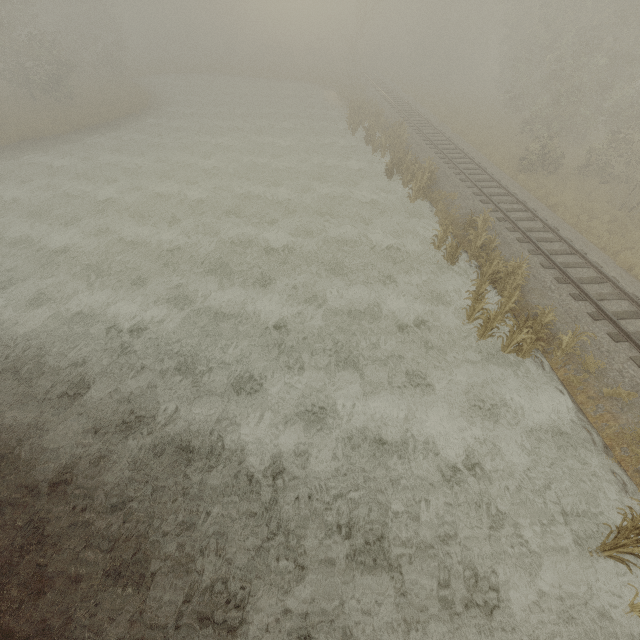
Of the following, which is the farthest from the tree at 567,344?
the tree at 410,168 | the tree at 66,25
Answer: the tree at 66,25

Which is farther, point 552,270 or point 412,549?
point 552,270

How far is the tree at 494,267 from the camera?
10.2 meters

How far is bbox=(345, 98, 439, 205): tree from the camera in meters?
18.6 m

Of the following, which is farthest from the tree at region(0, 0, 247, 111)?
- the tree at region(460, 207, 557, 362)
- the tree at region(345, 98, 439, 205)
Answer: the tree at region(460, 207, 557, 362)

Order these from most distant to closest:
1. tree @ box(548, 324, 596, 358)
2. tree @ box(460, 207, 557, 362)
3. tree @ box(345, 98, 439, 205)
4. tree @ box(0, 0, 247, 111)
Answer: tree @ box(0, 0, 247, 111) → tree @ box(345, 98, 439, 205) → tree @ box(460, 207, 557, 362) → tree @ box(548, 324, 596, 358)
